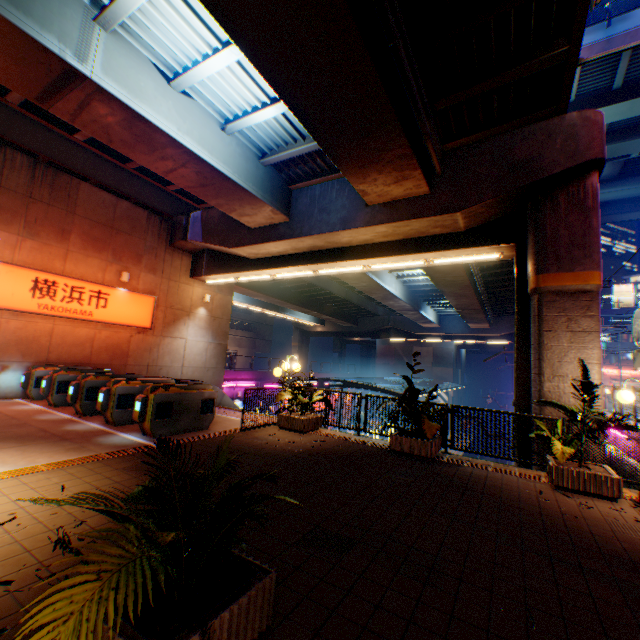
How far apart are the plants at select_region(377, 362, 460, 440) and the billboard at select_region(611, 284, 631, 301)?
70.69m

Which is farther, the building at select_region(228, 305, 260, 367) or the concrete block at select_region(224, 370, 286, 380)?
the building at select_region(228, 305, 260, 367)

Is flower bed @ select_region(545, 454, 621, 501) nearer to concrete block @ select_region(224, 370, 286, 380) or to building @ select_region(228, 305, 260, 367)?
concrete block @ select_region(224, 370, 286, 380)

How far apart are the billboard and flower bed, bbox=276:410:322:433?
72.1m

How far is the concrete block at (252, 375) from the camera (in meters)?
25.86

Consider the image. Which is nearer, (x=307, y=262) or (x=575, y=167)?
(x=575, y=167)

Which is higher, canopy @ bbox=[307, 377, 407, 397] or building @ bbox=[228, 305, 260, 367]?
building @ bbox=[228, 305, 260, 367]

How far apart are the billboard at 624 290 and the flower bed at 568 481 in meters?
70.4
